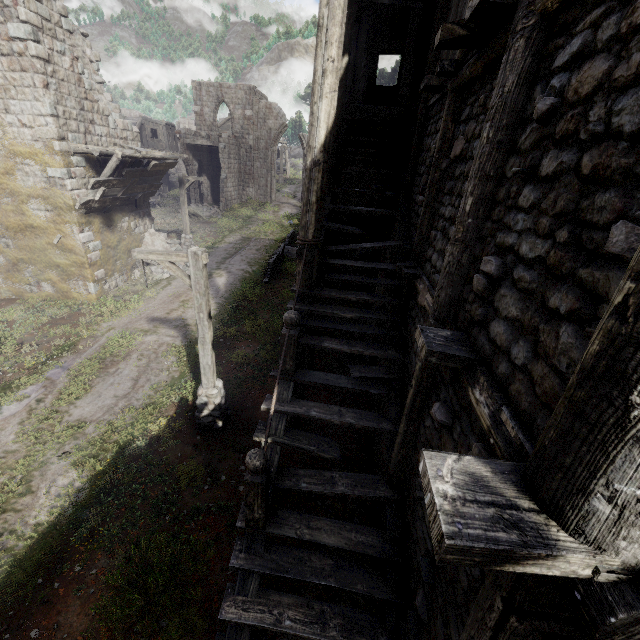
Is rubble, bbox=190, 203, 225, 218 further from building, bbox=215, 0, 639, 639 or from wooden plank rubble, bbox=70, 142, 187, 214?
wooden plank rubble, bbox=70, 142, 187, 214

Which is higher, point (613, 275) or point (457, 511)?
point (613, 275)

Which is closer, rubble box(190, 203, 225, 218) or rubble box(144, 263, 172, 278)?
rubble box(144, 263, 172, 278)

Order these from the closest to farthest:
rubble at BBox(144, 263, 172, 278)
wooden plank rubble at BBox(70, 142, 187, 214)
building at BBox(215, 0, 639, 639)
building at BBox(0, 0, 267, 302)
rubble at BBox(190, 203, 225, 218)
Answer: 1. building at BBox(215, 0, 639, 639)
2. building at BBox(0, 0, 267, 302)
3. wooden plank rubble at BBox(70, 142, 187, 214)
4. rubble at BBox(144, 263, 172, 278)
5. rubble at BBox(190, 203, 225, 218)

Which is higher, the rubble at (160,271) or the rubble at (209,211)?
the rubble at (209,211)

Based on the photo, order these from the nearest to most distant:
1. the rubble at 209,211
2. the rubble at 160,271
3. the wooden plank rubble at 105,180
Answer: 1. the wooden plank rubble at 105,180
2. the rubble at 160,271
3. the rubble at 209,211

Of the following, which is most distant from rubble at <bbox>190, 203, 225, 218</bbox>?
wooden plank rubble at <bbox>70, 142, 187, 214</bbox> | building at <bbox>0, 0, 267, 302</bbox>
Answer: wooden plank rubble at <bbox>70, 142, 187, 214</bbox>

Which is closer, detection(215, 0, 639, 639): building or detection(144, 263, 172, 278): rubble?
detection(215, 0, 639, 639): building
